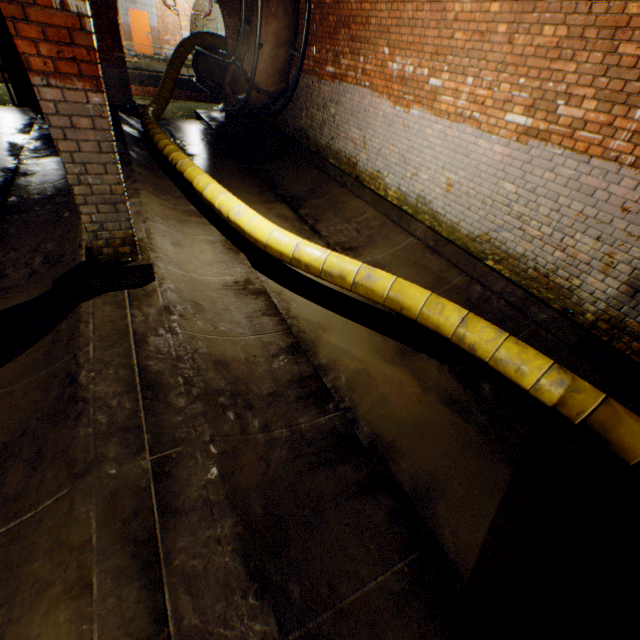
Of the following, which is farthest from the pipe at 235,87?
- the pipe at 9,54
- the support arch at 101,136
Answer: the pipe at 9,54

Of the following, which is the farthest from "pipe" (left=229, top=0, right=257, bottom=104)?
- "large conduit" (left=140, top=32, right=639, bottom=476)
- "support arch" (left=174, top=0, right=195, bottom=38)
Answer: "support arch" (left=174, top=0, right=195, bottom=38)

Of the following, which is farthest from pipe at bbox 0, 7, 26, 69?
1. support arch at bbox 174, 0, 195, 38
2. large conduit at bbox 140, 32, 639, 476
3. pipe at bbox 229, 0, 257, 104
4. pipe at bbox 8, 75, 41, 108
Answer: support arch at bbox 174, 0, 195, 38

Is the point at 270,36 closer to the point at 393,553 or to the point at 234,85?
the point at 234,85

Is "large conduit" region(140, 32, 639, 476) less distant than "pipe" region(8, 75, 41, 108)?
Yes

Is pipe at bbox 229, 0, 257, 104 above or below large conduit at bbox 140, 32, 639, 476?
above

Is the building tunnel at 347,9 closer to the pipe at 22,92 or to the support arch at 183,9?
the pipe at 22,92

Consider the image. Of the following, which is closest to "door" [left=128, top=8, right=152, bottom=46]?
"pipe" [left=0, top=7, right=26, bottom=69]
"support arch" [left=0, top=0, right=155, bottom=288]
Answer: "pipe" [left=0, top=7, right=26, bottom=69]
